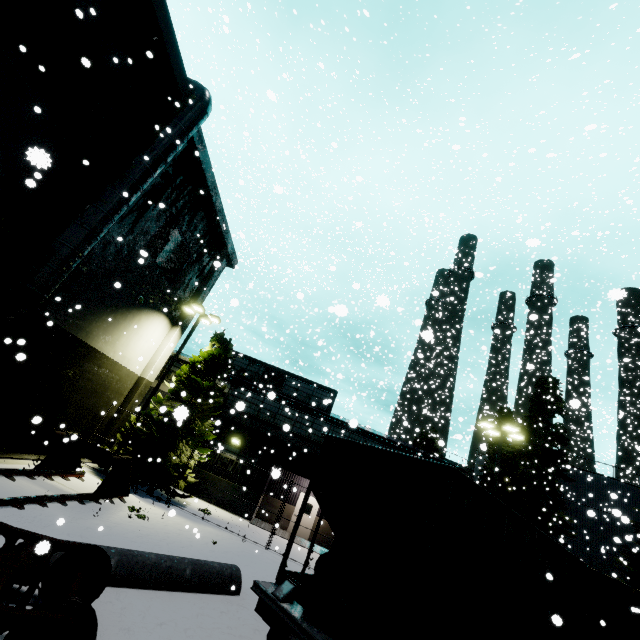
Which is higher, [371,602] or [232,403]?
Answer: [232,403]

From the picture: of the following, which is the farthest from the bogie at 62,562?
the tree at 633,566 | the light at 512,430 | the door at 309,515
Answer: the tree at 633,566

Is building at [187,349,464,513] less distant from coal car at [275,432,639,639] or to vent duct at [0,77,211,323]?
vent duct at [0,77,211,323]

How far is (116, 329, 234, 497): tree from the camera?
16.2m

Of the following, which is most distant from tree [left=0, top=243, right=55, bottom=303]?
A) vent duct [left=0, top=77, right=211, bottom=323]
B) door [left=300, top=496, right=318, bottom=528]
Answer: door [left=300, top=496, right=318, bottom=528]

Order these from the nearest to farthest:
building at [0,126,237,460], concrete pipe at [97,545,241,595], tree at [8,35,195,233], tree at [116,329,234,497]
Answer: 1. concrete pipe at [97,545,241,595]
2. tree at [8,35,195,233]
3. building at [0,126,237,460]
4. tree at [116,329,234,497]

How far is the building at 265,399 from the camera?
20.7m
